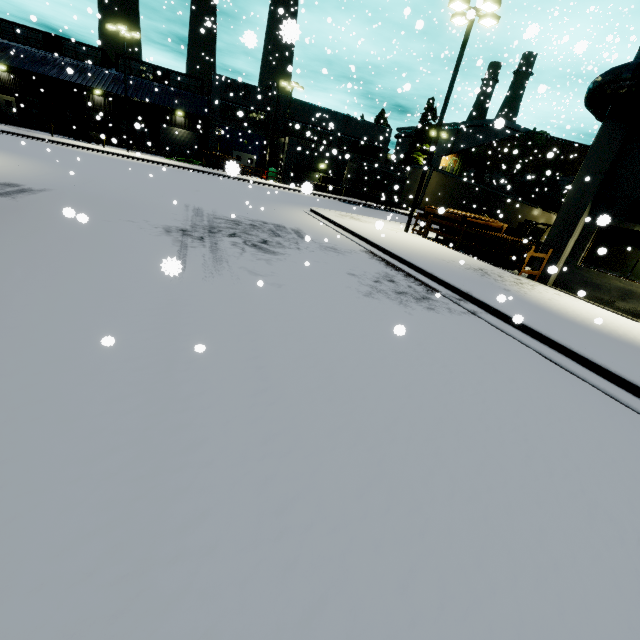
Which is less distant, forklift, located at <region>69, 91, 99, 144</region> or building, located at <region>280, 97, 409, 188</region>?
forklift, located at <region>69, 91, 99, 144</region>

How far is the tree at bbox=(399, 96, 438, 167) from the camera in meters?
42.5

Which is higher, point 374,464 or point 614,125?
point 614,125

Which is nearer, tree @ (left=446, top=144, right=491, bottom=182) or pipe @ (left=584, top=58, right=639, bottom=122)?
pipe @ (left=584, top=58, right=639, bottom=122)

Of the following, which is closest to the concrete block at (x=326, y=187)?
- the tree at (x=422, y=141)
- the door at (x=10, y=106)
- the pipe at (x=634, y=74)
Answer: the tree at (x=422, y=141)

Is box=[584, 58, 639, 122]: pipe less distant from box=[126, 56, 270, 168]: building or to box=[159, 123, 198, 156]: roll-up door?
box=[126, 56, 270, 168]: building

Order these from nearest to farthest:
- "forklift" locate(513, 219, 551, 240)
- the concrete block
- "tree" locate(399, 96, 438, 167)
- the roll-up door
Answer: "forklift" locate(513, 219, 551, 240) < the concrete block < "tree" locate(399, 96, 438, 167) < the roll-up door

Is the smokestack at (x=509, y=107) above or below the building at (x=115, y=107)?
above
